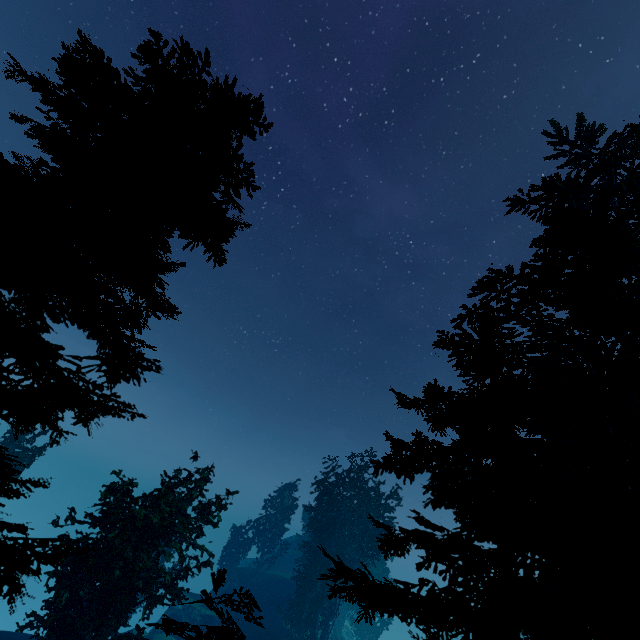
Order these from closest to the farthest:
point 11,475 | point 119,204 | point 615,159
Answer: point 11,475 < point 119,204 < point 615,159

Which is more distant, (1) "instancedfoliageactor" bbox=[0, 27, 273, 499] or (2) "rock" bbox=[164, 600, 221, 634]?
(2) "rock" bbox=[164, 600, 221, 634]

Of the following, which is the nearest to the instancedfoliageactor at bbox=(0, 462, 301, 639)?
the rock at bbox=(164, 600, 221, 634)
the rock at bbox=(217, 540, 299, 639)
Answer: the rock at bbox=(217, 540, 299, 639)

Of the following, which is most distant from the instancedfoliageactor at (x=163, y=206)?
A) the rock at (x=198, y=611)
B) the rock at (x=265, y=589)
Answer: the rock at (x=198, y=611)

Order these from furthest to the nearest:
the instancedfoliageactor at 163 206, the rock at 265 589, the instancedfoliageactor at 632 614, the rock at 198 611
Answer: the rock at 198 611
the rock at 265 589
the instancedfoliageactor at 632 614
the instancedfoliageactor at 163 206

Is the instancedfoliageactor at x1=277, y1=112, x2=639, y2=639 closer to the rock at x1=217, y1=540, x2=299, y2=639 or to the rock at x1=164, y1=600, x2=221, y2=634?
the rock at x1=217, y1=540, x2=299, y2=639
